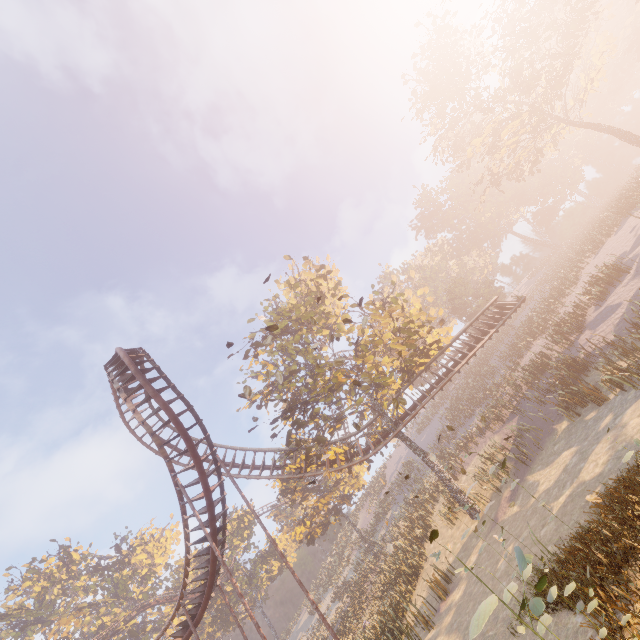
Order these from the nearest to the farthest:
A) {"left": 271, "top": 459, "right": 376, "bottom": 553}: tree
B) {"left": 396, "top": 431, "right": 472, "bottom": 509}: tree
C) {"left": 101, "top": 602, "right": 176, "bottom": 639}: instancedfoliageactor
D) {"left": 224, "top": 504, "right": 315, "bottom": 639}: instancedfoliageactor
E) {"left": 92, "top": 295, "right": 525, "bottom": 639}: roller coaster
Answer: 1. {"left": 92, "top": 295, "right": 525, "bottom": 639}: roller coaster
2. {"left": 396, "top": 431, "right": 472, "bottom": 509}: tree
3. {"left": 271, "top": 459, "right": 376, "bottom": 553}: tree
4. {"left": 101, "top": 602, "right": 176, "bottom": 639}: instancedfoliageactor
5. {"left": 224, "top": 504, "right": 315, "bottom": 639}: instancedfoliageactor

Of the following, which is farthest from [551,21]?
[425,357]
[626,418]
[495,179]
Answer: [626,418]

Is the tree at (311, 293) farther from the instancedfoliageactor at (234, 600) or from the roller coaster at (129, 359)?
the instancedfoliageactor at (234, 600)

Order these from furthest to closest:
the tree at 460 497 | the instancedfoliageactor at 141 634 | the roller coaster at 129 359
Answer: the instancedfoliageactor at 141 634
the tree at 460 497
the roller coaster at 129 359

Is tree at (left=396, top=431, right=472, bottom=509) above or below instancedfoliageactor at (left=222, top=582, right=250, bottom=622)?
below

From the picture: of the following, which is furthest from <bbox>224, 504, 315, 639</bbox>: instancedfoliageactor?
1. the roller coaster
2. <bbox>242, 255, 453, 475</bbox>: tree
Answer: <bbox>242, 255, 453, 475</bbox>: tree
